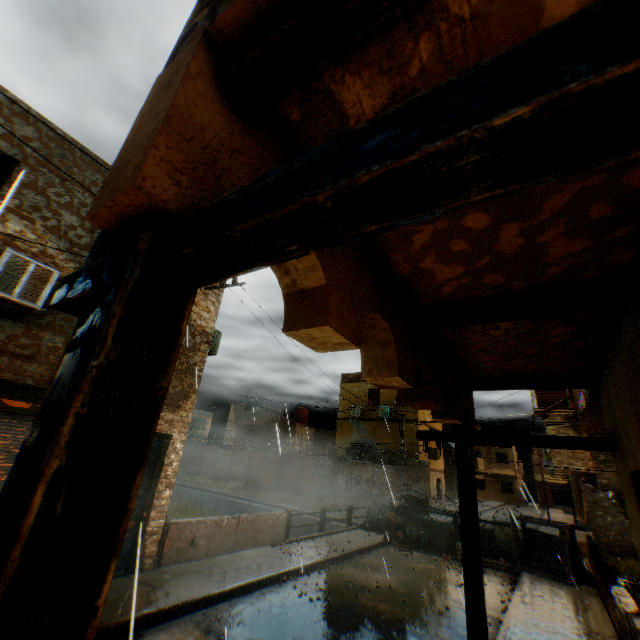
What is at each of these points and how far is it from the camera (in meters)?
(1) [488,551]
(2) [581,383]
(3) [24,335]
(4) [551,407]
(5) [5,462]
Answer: (1) trash bag, 12.37
(2) wooden beam, 3.79
(3) building, 6.01
(4) air conditioner, 6.88
(5) rolling overhead door, 5.79

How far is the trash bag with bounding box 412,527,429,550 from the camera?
12.8 meters

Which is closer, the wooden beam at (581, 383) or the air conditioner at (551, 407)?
the wooden beam at (581, 383)

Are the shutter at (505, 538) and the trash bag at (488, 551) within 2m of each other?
yes

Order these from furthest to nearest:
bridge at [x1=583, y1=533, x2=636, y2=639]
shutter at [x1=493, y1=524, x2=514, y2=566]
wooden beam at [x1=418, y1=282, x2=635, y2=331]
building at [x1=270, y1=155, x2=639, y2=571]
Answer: shutter at [x1=493, y1=524, x2=514, y2=566] < bridge at [x1=583, y1=533, x2=636, y2=639] < wooden beam at [x1=418, y1=282, x2=635, y2=331] < building at [x1=270, y1=155, x2=639, y2=571]

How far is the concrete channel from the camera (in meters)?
22.50

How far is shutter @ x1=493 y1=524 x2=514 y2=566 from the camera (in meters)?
12.21

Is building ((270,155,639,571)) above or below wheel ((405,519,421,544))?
above
